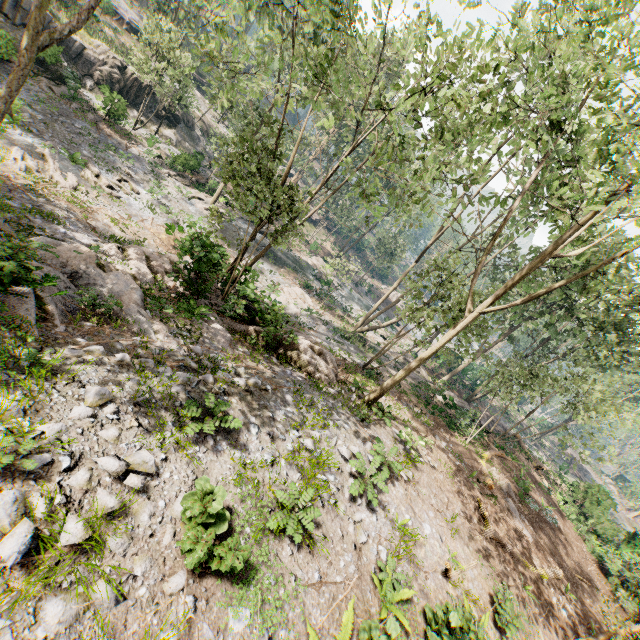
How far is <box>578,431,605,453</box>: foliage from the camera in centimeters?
1903cm

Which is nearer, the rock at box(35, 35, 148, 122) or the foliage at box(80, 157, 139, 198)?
the foliage at box(80, 157, 139, 198)

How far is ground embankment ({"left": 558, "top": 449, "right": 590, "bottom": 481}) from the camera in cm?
4896

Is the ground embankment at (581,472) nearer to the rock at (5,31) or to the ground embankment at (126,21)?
the rock at (5,31)

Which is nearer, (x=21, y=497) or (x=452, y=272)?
(x=21, y=497)

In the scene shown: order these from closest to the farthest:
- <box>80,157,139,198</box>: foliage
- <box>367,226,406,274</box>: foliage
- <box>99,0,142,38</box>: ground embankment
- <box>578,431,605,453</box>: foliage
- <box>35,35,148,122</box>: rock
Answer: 1. <box>578,431,605,453</box>: foliage
2. <box>80,157,139,198</box>: foliage
3. <box>35,35,148,122</box>: rock
4. <box>99,0,142,38</box>: ground embankment
5. <box>367,226,406,274</box>: foliage

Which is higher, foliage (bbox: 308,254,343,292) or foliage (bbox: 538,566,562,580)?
foliage (bbox: 538,566,562,580)

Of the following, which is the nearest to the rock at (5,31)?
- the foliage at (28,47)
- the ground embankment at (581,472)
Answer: the foliage at (28,47)
